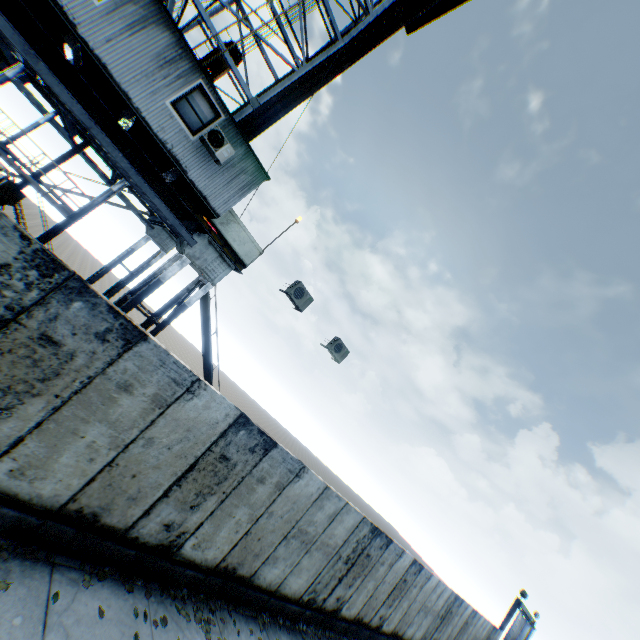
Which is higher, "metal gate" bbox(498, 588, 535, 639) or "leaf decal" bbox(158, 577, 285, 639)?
"metal gate" bbox(498, 588, 535, 639)

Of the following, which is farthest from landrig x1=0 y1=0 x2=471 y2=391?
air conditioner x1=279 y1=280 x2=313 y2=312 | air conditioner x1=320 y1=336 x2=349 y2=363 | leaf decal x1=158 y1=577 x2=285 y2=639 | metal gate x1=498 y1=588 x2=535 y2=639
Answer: metal gate x1=498 y1=588 x2=535 y2=639

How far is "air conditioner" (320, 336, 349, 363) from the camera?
11.5 meters

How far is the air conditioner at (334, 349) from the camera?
11.46m

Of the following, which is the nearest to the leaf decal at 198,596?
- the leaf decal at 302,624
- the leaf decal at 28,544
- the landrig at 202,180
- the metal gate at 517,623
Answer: the leaf decal at 302,624

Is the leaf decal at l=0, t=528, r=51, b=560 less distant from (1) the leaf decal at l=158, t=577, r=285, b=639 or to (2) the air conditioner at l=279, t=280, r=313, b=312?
(1) the leaf decal at l=158, t=577, r=285, b=639

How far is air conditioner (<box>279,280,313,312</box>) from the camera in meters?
9.9 m

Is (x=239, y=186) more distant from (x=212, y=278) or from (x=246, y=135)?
(x=246, y=135)
